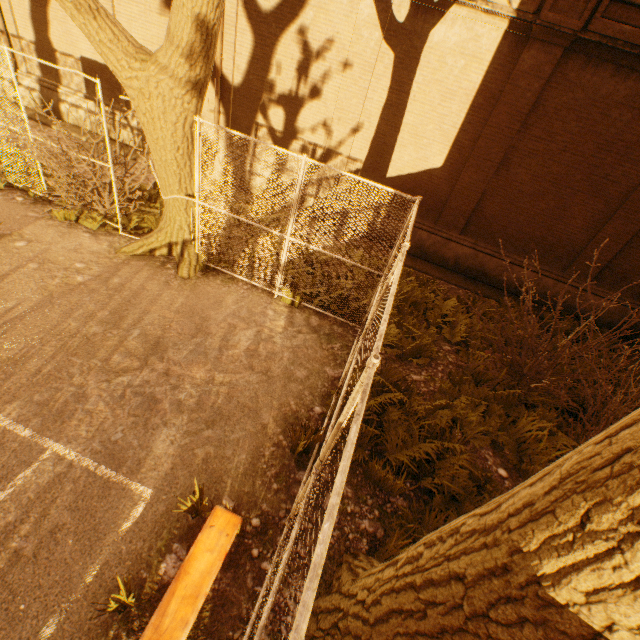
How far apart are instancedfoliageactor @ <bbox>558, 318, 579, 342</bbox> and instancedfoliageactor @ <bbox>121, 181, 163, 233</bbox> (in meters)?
10.67

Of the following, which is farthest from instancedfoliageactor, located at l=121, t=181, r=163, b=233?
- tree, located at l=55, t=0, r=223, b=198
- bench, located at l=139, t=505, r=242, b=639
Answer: bench, located at l=139, t=505, r=242, b=639

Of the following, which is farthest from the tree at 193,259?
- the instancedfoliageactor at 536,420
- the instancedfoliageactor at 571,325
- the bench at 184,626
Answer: the instancedfoliageactor at 571,325

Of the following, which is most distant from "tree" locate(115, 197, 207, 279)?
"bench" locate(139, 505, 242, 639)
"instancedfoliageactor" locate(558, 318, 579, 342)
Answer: "instancedfoliageactor" locate(558, 318, 579, 342)

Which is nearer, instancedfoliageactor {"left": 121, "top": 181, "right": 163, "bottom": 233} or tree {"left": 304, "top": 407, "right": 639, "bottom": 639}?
tree {"left": 304, "top": 407, "right": 639, "bottom": 639}

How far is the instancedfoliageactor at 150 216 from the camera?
7.7 meters

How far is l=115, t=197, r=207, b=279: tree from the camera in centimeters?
684cm

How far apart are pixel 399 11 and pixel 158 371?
9.6m
